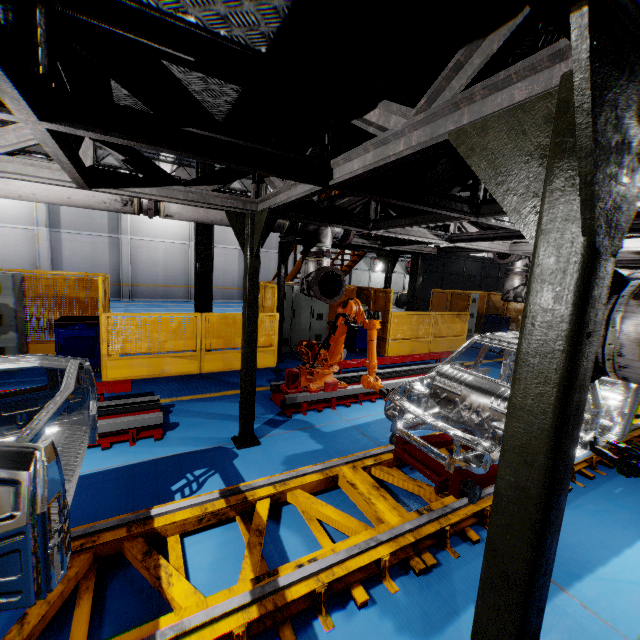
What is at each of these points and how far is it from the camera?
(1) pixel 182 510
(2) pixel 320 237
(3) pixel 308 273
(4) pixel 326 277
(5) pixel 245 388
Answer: (1) platform, 3.2 meters
(2) vent pipe, 5.2 meters
(3) vent pipe, 5.3 meters
(4) pipe cover, 5.0 meters
(5) metal pole, 4.7 meters

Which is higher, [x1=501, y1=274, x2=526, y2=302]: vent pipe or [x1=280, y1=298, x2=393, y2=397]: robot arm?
[x1=501, y1=274, x2=526, y2=302]: vent pipe

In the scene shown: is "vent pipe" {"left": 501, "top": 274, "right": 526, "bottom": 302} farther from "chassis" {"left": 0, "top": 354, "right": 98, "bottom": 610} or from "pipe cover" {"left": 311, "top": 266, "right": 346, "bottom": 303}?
"pipe cover" {"left": 311, "top": 266, "right": 346, "bottom": 303}

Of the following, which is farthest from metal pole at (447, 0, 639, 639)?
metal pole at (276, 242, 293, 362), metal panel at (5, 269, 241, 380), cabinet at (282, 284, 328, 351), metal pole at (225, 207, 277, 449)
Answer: cabinet at (282, 284, 328, 351)

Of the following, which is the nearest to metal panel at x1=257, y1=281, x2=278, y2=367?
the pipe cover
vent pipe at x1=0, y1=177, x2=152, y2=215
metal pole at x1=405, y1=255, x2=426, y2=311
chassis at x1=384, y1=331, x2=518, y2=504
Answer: metal pole at x1=405, y1=255, x2=426, y2=311

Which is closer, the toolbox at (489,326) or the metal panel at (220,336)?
the metal panel at (220,336)

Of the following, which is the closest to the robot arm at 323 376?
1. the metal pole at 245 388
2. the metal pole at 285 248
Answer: the metal pole at 245 388

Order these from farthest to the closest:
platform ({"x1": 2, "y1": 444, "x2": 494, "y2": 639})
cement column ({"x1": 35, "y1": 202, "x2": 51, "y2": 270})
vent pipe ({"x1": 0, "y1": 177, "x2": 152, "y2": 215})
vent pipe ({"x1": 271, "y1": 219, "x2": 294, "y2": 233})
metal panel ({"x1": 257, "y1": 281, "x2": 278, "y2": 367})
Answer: cement column ({"x1": 35, "y1": 202, "x2": 51, "y2": 270}) → metal panel ({"x1": 257, "y1": 281, "x2": 278, "y2": 367}) → vent pipe ({"x1": 271, "y1": 219, "x2": 294, "y2": 233}) → vent pipe ({"x1": 0, "y1": 177, "x2": 152, "y2": 215}) → platform ({"x1": 2, "y1": 444, "x2": 494, "y2": 639})
